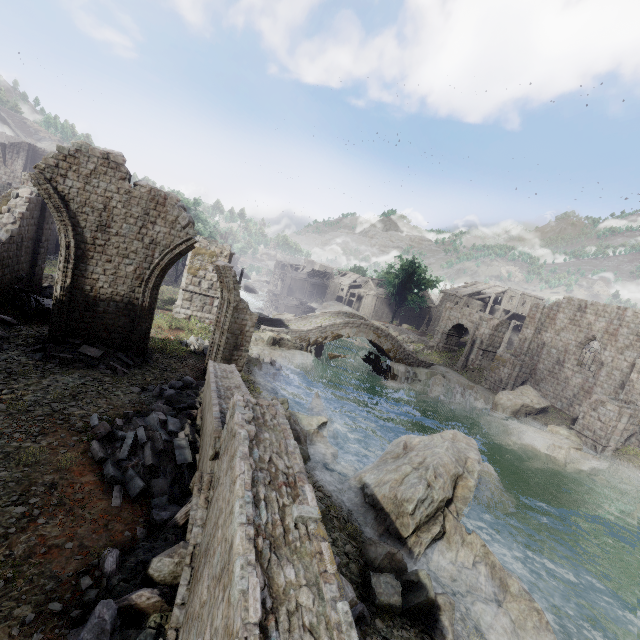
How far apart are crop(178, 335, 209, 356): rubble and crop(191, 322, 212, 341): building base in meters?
0.0

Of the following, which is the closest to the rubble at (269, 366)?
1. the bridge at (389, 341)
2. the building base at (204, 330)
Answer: the building base at (204, 330)

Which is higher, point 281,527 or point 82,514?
point 281,527

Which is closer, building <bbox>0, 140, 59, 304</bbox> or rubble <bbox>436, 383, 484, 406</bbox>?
building <bbox>0, 140, 59, 304</bbox>

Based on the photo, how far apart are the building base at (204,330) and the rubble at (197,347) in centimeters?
1cm

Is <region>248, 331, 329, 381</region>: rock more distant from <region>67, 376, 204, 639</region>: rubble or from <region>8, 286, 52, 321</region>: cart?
<region>67, 376, 204, 639</region>: rubble

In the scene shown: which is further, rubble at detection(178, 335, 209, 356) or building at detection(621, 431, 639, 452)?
building at detection(621, 431, 639, 452)

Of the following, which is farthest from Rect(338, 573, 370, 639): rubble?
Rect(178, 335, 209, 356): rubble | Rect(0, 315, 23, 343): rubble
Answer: Rect(178, 335, 209, 356): rubble
